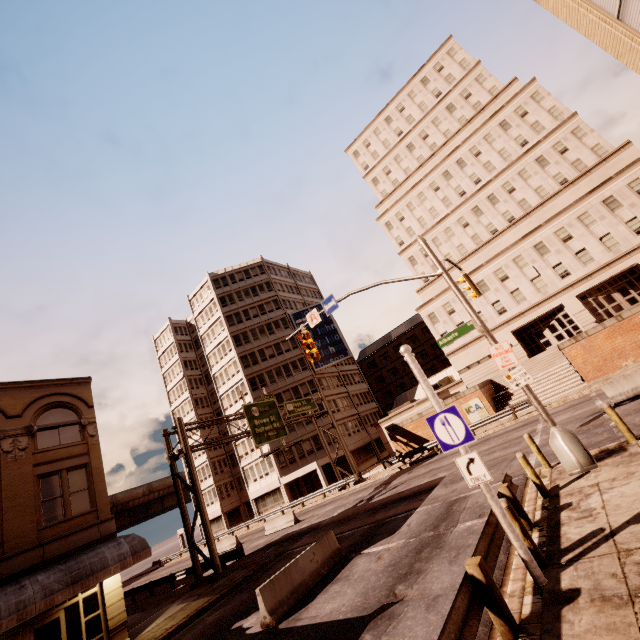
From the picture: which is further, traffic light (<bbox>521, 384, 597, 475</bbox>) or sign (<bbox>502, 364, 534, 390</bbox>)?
sign (<bbox>502, 364, 534, 390</bbox>)

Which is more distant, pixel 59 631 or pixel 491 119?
pixel 491 119

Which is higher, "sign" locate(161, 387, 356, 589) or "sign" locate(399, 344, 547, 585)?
"sign" locate(161, 387, 356, 589)

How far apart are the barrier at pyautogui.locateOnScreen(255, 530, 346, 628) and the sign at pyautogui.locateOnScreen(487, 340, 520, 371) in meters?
8.9

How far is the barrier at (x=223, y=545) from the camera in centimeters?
3135cm

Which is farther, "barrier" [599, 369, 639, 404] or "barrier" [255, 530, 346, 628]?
"barrier" [599, 369, 639, 404]

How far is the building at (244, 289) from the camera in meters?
47.4

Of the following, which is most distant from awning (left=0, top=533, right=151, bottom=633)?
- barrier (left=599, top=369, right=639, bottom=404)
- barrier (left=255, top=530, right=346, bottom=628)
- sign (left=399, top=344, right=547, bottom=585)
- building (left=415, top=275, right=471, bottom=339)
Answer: building (left=415, top=275, right=471, bottom=339)
